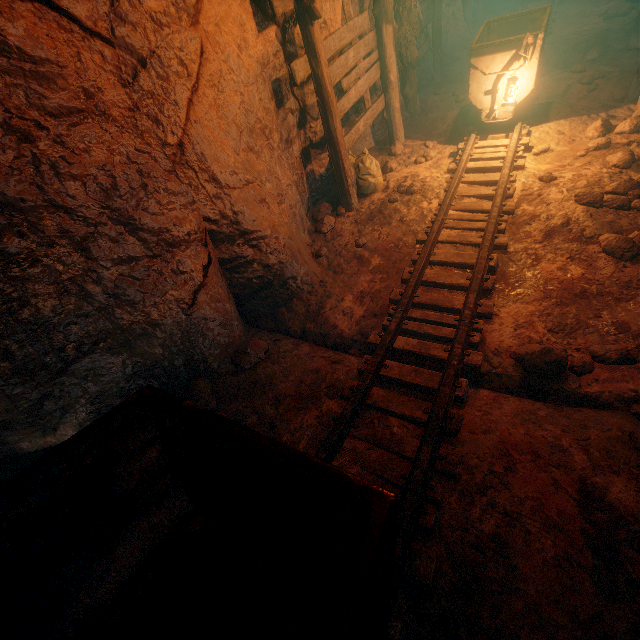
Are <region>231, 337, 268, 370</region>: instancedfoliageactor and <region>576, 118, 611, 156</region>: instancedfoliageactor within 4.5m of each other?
no

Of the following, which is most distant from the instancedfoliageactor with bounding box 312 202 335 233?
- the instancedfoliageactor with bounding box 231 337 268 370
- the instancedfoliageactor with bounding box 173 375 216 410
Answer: the instancedfoliageactor with bounding box 173 375 216 410

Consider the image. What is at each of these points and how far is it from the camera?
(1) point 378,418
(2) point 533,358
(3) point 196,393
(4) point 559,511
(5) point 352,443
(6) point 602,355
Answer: (1) cave, 2.9 meters
(2) instancedfoliageactor, 3.0 meters
(3) instancedfoliageactor, 3.2 meters
(4) cave, 2.1 meters
(5) cave, 2.7 meters
(6) instancedfoliageactor, 2.9 meters

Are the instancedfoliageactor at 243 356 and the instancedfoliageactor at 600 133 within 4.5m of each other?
no

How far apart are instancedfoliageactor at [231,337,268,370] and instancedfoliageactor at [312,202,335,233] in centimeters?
299cm

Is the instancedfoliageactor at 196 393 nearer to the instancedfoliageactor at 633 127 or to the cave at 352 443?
the cave at 352 443

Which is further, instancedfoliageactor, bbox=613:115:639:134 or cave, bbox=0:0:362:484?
instancedfoliageactor, bbox=613:115:639:134

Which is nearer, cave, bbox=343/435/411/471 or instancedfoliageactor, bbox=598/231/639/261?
cave, bbox=343/435/411/471
